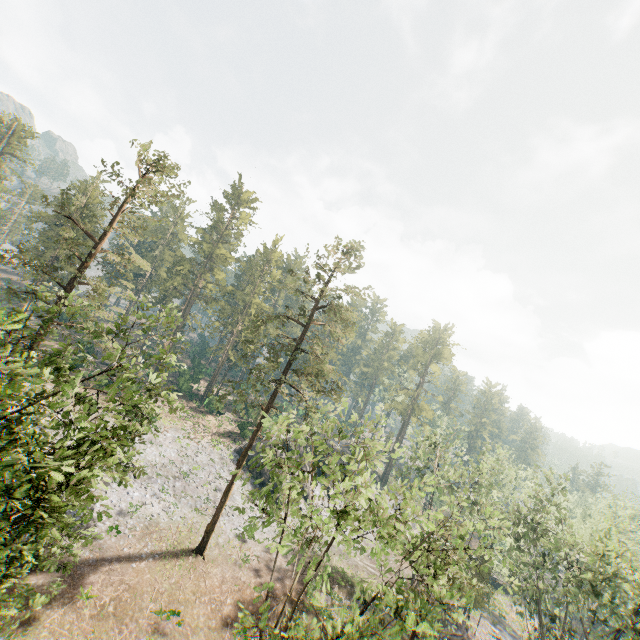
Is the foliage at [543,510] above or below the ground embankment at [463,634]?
above

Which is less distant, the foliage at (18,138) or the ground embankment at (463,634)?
the ground embankment at (463,634)

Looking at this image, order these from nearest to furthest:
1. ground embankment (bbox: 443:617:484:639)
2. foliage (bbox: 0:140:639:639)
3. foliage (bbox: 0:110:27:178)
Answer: foliage (bbox: 0:140:639:639), ground embankment (bbox: 443:617:484:639), foliage (bbox: 0:110:27:178)

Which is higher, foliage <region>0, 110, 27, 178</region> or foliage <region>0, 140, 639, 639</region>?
foliage <region>0, 110, 27, 178</region>

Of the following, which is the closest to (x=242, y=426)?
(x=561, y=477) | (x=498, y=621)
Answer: (x=561, y=477)

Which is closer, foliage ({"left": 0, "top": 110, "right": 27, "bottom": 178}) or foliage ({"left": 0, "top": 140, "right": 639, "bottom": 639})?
foliage ({"left": 0, "top": 140, "right": 639, "bottom": 639})

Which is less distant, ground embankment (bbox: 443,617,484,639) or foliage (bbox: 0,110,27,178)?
ground embankment (bbox: 443,617,484,639)
